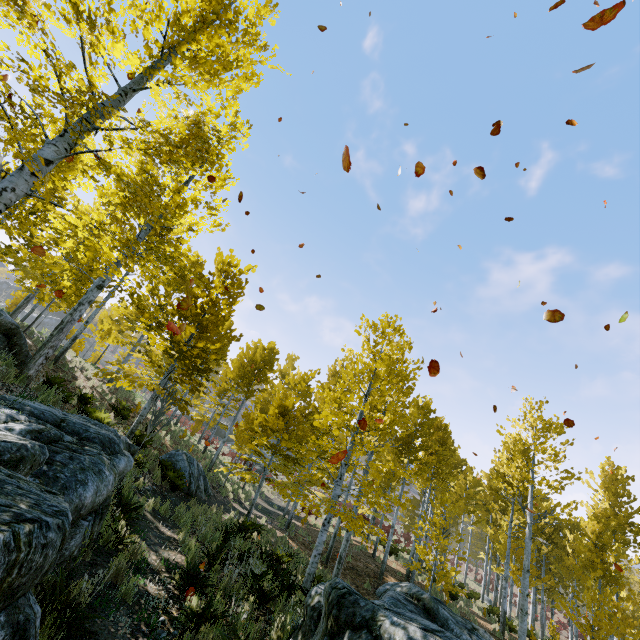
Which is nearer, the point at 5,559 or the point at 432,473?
the point at 5,559

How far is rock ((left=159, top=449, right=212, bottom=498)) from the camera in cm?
1313

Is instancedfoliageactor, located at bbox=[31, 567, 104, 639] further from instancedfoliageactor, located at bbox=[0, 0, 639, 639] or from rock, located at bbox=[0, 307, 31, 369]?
instancedfoliageactor, located at bbox=[0, 0, 639, 639]

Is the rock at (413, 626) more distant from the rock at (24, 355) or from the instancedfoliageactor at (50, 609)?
the instancedfoliageactor at (50, 609)

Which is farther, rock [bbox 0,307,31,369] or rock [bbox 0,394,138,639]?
rock [bbox 0,307,31,369]

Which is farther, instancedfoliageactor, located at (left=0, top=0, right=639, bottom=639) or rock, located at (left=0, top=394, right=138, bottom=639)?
instancedfoliageactor, located at (left=0, top=0, right=639, bottom=639)

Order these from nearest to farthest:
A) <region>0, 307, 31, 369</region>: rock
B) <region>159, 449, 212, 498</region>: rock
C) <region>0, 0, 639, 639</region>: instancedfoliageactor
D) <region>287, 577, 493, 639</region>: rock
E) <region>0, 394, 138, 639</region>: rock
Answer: <region>0, 394, 138, 639</region>: rock
<region>287, 577, 493, 639</region>: rock
<region>0, 0, 639, 639</region>: instancedfoliageactor
<region>0, 307, 31, 369</region>: rock
<region>159, 449, 212, 498</region>: rock

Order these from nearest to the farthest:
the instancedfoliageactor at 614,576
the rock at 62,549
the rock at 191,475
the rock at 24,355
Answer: the rock at 62,549 → the instancedfoliageactor at 614,576 → the rock at 24,355 → the rock at 191,475
